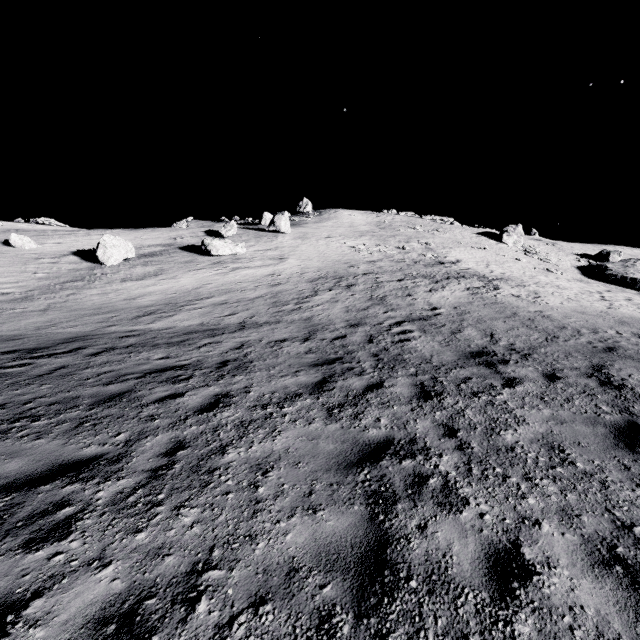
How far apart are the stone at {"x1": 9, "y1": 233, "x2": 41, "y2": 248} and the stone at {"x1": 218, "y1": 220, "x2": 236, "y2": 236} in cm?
1499

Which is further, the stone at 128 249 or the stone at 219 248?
the stone at 219 248

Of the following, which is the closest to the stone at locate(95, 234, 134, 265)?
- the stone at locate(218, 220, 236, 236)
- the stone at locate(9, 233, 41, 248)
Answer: the stone at locate(9, 233, 41, 248)

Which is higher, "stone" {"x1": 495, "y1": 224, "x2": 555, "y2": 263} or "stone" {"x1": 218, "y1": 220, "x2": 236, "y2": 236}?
"stone" {"x1": 495, "y1": 224, "x2": 555, "y2": 263}

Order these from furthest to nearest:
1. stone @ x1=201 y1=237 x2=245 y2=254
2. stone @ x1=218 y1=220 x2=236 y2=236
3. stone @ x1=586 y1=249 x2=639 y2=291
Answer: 1. stone @ x1=586 y1=249 x2=639 y2=291
2. stone @ x1=218 y1=220 x2=236 y2=236
3. stone @ x1=201 y1=237 x2=245 y2=254

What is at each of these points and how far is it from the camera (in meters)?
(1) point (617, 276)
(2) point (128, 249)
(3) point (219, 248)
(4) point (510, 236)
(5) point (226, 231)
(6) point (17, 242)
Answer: (1) stone, 35.12
(2) stone, 24.47
(3) stone, 26.59
(4) stone, 46.97
(5) stone, 32.97
(6) stone, 26.80

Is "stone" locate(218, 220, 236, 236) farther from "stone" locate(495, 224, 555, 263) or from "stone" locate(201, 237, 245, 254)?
"stone" locate(495, 224, 555, 263)

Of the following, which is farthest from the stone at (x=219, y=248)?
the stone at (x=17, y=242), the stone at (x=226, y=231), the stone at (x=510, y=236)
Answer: the stone at (x=510, y=236)
